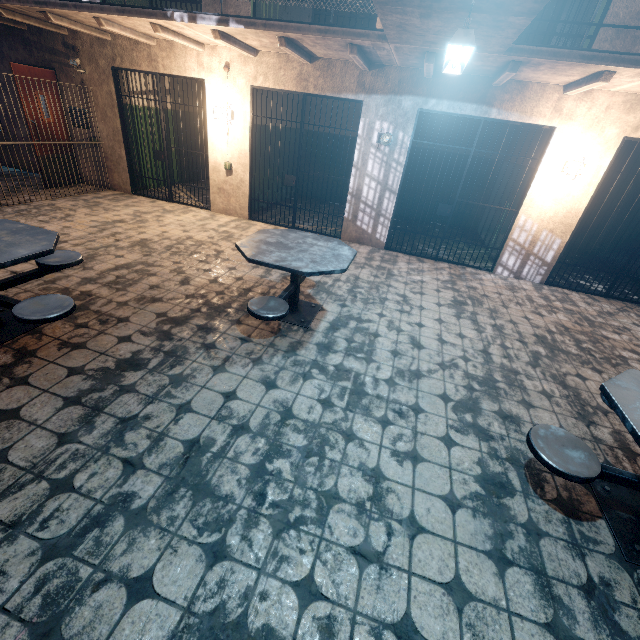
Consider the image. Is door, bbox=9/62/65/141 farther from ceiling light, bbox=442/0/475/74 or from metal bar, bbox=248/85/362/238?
ceiling light, bbox=442/0/475/74

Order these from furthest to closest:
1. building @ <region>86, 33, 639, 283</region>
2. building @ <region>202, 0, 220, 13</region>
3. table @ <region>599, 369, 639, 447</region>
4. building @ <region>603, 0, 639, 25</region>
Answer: building @ <region>202, 0, 220, 13</region> < building @ <region>86, 33, 639, 283</region> < building @ <region>603, 0, 639, 25</region> < table @ <region>599, 369, 639, 447</region>

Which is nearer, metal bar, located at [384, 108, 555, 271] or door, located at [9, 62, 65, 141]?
metal bar, located at [384, 108, 555, 271]

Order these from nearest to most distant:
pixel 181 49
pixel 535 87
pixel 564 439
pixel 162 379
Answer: pixel 564 439 → pixel 162 379 → pixel 535 87 → pixel 181 49

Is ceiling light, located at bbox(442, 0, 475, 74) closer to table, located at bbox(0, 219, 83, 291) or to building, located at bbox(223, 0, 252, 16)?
building, located at bbox(223, 0, 252, 16)

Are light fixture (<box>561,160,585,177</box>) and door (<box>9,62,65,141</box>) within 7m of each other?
no

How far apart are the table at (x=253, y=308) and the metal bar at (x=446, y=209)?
2.37m

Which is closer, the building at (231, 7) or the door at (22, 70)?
the building at (231, 7)
